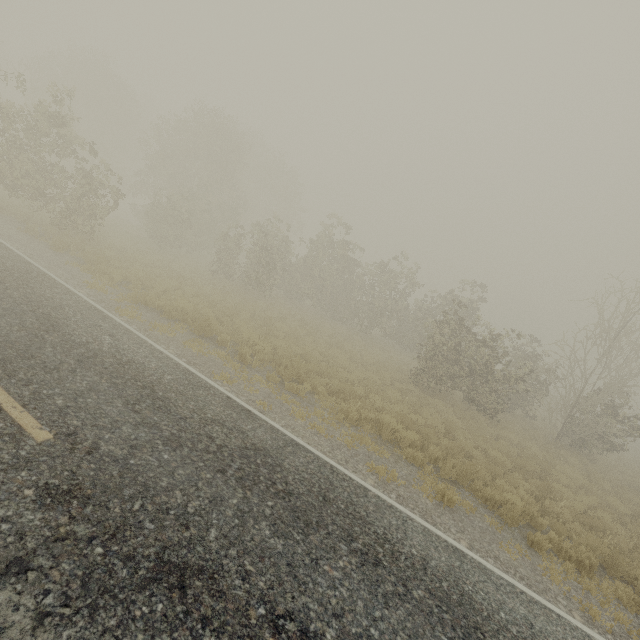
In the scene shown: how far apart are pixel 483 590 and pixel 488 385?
11.5m
